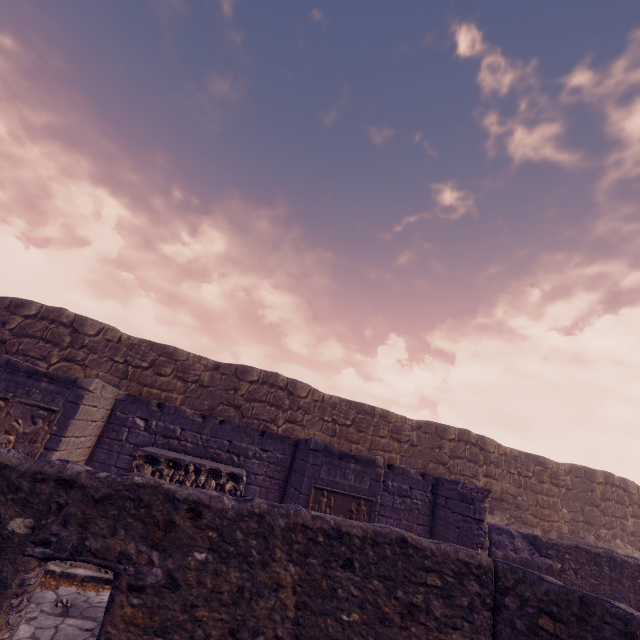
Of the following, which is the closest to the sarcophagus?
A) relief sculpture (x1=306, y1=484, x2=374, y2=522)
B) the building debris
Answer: relief sculpture (x1=306, y1=484, x2=374, y2=522)

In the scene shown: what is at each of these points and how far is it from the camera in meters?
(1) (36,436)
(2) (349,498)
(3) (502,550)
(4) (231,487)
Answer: (1) relief sculpture, 6.2 m
(2) relief sculpture, 7.5 m
(3) building debris, 8.2 m
(4) sarcophagus, 7.1 m

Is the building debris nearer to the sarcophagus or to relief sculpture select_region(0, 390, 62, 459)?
the sarcophagus

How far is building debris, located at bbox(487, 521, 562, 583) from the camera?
8.1m

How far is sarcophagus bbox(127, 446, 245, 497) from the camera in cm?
680

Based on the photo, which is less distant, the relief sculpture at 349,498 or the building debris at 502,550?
the relief sculpture at 349,498

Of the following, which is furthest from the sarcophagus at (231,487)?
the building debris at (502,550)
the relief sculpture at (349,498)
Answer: the building debris at (502,550)
